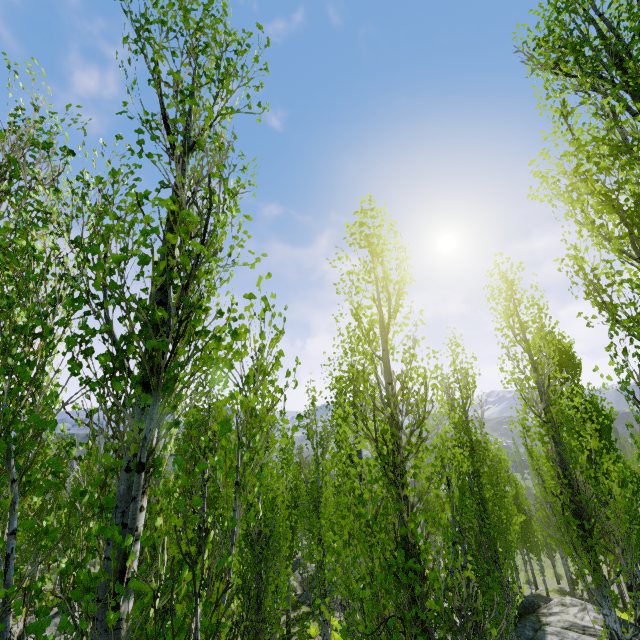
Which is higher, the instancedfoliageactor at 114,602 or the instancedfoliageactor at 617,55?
the instancedfoliageactor at 617,55

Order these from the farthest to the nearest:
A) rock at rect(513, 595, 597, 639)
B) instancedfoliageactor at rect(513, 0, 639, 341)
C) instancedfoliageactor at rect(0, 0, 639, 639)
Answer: rock at rect(513, 595, 597, 639) → instancedfoliageactor at rect(513, 0, 639, 341) → instancedfoliageactor at rect(0, 0, 639, 639)

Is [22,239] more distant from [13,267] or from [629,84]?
[629,84]

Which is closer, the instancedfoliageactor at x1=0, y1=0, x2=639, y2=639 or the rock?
the instancedfoliageactor at x1=0, y1=0, x2=639, y2=639

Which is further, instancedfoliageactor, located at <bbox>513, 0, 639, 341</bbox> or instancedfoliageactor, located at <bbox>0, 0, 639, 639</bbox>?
instancedfoliageactor, located at <bbox>513, 0, 639, 341</bbox>

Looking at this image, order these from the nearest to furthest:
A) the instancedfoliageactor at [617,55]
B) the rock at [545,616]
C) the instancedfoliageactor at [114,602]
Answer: the instancedfoliageactor at [114,602]
the instancedfoliageactor at [617,55]
the rock at [545,616]

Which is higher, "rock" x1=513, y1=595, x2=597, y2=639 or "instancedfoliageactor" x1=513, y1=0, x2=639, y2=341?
"instancedfoliageactor" x1=513, y1=0, x2=639, y2=341
